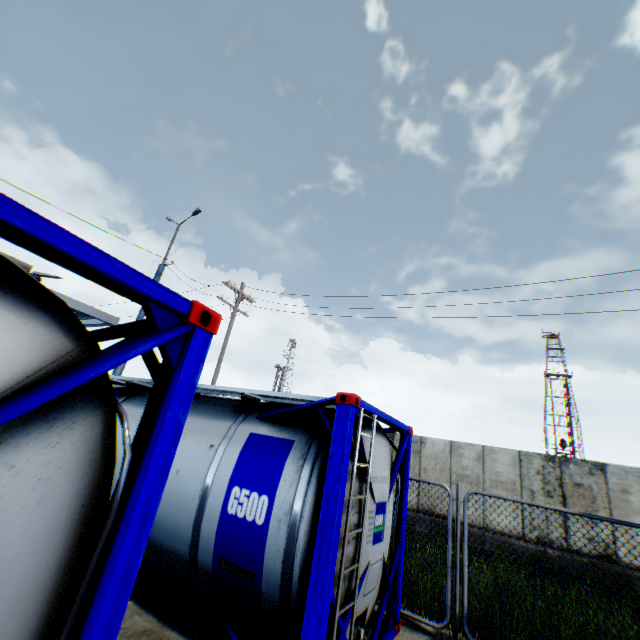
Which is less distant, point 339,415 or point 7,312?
point 7,312
